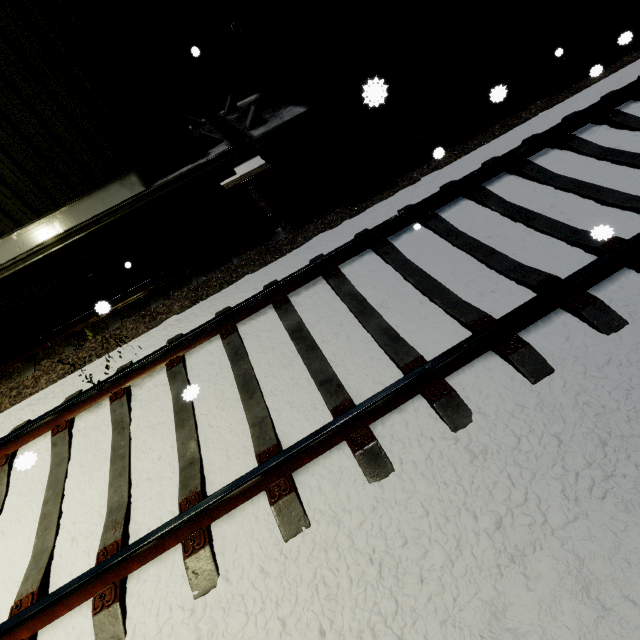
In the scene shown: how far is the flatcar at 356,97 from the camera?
2.3 meters

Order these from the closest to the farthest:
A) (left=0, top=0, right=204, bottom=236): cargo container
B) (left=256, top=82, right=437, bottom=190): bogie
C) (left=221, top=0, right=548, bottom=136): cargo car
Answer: (left=0, top=0, right=204, bottom=236): cargo container < (left=221, top=0, right=548, bottom=136): cargo car < (left=256, top=82, right=437, bottom=190): bogie

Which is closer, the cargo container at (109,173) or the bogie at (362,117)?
the cargo container at (109,173)

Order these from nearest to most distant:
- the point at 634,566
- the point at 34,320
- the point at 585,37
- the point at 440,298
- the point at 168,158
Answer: the point at 634,566, the point at 440,298, the point at 168,158, the point at 34,320, the point at 585,37

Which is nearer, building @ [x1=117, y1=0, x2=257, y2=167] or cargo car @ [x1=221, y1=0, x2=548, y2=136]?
cargo car @ [x1=221, y1=0, x2=548, y2=136]

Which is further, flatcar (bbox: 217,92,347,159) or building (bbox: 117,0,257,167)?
building (bbox: 117,0,257,167)

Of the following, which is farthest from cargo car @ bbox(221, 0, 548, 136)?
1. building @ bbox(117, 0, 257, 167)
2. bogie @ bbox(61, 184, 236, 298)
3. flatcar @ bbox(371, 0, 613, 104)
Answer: bogie @ bbox(61, 184, 236, 298)

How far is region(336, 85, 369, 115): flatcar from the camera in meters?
2.3 m
